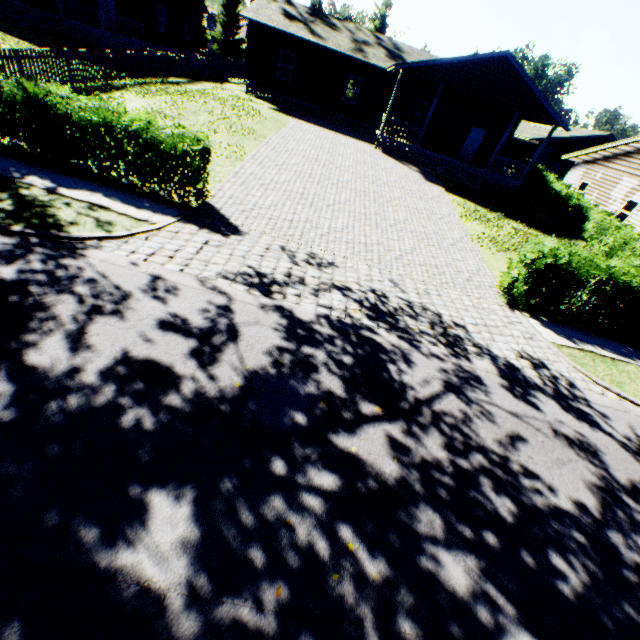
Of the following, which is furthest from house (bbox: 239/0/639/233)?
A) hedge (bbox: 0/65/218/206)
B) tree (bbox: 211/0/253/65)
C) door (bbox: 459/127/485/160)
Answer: hedge (bbox: 0/65/218/206)

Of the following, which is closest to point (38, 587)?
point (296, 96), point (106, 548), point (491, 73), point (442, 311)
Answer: point (106, 548)

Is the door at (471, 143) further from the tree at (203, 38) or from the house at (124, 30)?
the tree at (203, 38)

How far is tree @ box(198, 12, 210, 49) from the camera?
46.4 meters

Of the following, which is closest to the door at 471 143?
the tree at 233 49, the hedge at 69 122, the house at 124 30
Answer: the house at 124 30

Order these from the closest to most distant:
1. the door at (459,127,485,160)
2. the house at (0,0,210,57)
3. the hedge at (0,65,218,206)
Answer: the hedge at (0,65,218,206) < the house at (0,0,210,57) < the door at (459,127,485,160)

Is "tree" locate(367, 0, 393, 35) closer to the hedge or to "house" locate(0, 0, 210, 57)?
"house" locate(0, 0, 210, 57)

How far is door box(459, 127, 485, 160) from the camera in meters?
24.4
